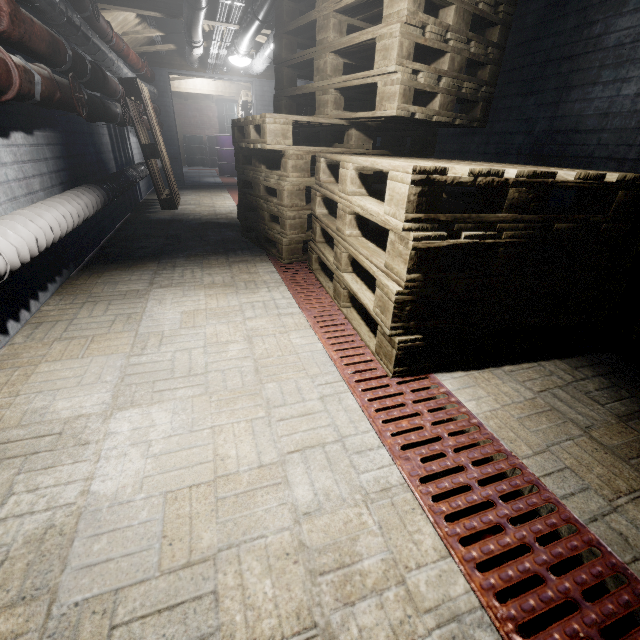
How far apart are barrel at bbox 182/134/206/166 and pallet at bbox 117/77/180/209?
7.7m

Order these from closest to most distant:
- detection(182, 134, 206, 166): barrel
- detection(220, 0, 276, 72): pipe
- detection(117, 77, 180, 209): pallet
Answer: detection(220, 0, 276, 72): pipe
detection(117, 77, 180, 209): pallet
detection(182, 134, 206, 166): barrel

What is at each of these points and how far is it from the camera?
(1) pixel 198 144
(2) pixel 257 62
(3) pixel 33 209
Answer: (1) barrel, 11.47m
(2) pipe, 4.61m
(3) pipe, 1.56m

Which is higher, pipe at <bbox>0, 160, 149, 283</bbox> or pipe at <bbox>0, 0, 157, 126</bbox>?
pipe at <bbox>0, 0, 157, 126</bbox>

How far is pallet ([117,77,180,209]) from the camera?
3.7 meters

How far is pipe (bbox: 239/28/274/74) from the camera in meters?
3.8

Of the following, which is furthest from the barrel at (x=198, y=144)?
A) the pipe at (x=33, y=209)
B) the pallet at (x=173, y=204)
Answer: the pipe at (x=33, y=209)

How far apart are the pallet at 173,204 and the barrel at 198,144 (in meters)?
7.74
